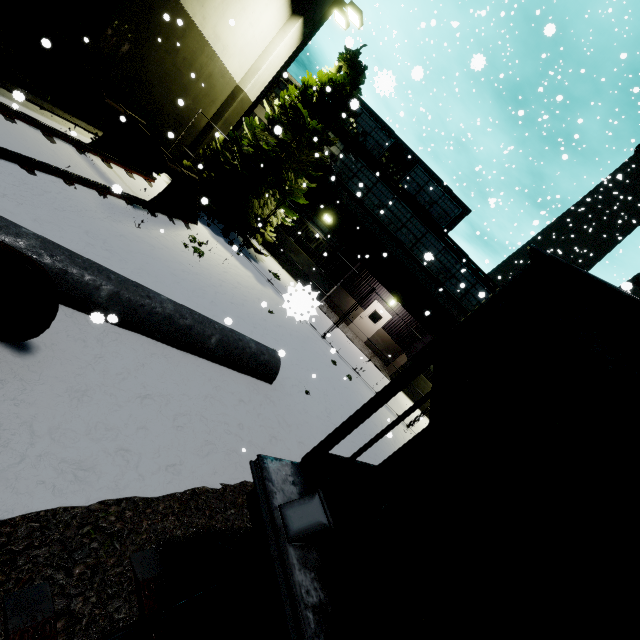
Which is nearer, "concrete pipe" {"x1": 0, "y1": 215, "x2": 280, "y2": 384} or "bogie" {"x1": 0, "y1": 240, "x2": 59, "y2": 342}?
"bogie" {"x1": 0, "y1": 240, "x2": 59, "y2": 342}

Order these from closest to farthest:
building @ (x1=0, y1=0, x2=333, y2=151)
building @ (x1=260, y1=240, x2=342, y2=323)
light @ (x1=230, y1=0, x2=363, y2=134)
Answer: building @ (x1=260, y1=240, x2=342, y2=323), building @ (x1=0, y1=0, x2=333, y2=151), light @ (x1=230, y1=0, x2=363, y2=134)

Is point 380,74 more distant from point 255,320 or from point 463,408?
point 255,320

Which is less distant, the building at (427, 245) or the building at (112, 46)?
the building at (112, 46)

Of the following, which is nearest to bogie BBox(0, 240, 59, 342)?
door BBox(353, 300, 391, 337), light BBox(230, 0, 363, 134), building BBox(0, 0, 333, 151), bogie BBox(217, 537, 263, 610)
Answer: bogie BBox(217, 537, 263, 610)

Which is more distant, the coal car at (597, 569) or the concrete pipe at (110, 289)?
the concrete pipe at (110, 289)

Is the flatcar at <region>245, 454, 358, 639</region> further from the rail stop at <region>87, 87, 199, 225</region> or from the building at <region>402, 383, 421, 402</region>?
the building at <region>402, 383, 421, 402</region>

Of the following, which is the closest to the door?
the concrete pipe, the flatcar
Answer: the flatcar
